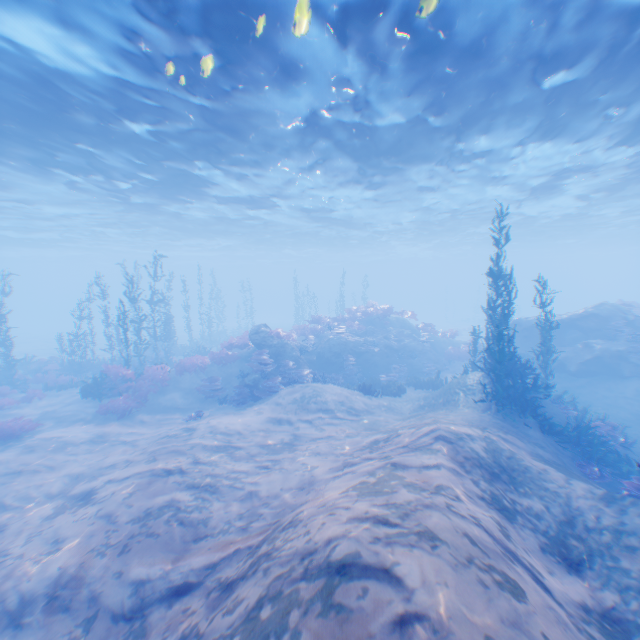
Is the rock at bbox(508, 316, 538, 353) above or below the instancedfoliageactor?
above

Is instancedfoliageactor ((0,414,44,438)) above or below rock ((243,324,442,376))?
below

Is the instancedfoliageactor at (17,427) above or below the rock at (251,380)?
below

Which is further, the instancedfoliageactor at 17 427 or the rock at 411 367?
the rock at 411 367

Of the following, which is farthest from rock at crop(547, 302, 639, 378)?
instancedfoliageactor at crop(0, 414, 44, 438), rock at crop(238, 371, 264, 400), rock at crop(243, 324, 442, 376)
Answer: rock at crop(238, 371, 264, 400)

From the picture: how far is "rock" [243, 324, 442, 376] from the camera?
18.8 meters

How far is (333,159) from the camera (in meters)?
16.91
